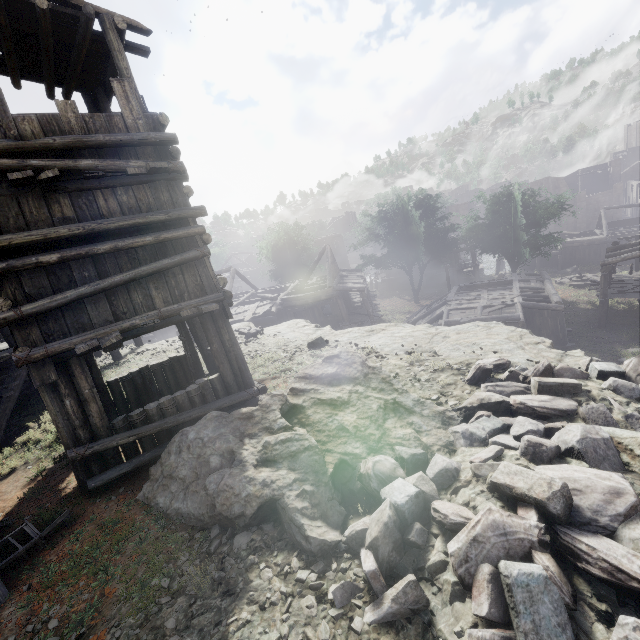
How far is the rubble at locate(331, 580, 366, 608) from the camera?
3.4m

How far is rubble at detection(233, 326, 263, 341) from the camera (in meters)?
14.42

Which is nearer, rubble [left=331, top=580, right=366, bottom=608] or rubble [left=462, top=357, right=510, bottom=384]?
rubble [left=331, top=580, right=366, bottom=608]

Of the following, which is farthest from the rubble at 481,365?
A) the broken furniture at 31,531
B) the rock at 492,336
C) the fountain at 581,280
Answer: the fountain at 581,280

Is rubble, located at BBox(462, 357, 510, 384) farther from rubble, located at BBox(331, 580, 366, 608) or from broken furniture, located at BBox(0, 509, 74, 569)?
broken furniture, located at BBox(0, 509, 74, 569)

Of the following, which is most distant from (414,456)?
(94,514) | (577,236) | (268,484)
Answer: (577,236)

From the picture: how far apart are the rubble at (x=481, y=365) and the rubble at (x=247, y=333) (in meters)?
9.55

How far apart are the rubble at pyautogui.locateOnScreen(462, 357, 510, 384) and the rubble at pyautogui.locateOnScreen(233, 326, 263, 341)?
9.55m
